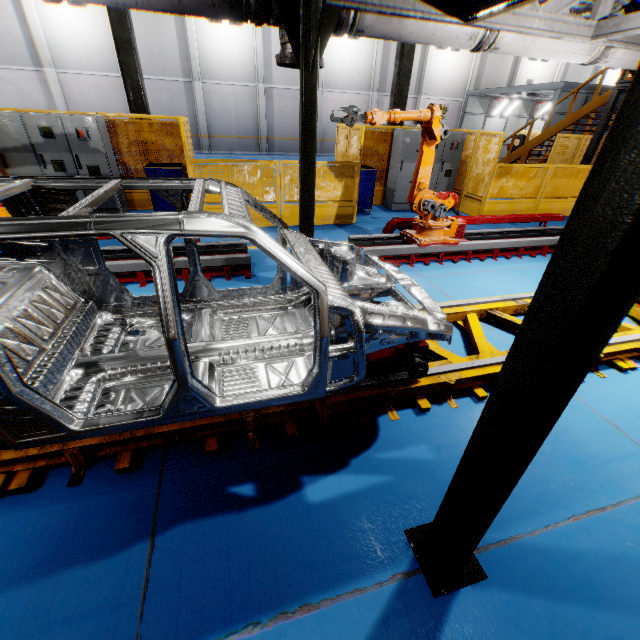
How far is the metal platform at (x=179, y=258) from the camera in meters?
5.0 m

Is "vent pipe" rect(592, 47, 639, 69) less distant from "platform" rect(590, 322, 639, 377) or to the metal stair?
"platform" rect(590, 322, 639, 377)

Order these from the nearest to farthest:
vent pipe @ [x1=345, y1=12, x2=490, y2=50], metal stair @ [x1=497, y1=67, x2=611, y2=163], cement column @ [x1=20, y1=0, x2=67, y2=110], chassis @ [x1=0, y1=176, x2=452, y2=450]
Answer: chassis @ [x1=0, y1=176, x2=452, y2=450]
vent pipe @ [x1=345, y1=12, x2=490, y2=50]
metal stair @ [x1=497, y1=67, x2=611, y2=163]
cement column @ [x1=20, y1=0, x2=67, y2=110]

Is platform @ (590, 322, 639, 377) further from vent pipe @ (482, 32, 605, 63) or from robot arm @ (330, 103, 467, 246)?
vent pipe @ (482, 32, 605, 63)

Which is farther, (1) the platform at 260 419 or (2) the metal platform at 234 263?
(2) the metal platform at 234 263

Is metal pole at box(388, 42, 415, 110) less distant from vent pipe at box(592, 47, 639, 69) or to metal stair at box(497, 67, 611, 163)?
vent pipe at box(592, 47, 639, 69)

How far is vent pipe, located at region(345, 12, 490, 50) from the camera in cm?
379

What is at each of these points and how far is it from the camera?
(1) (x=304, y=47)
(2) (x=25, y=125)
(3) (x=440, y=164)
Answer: (1) metal pole, 3.54m
(2) cabinet, 6.84m
(3) cabinet, 9.72m
